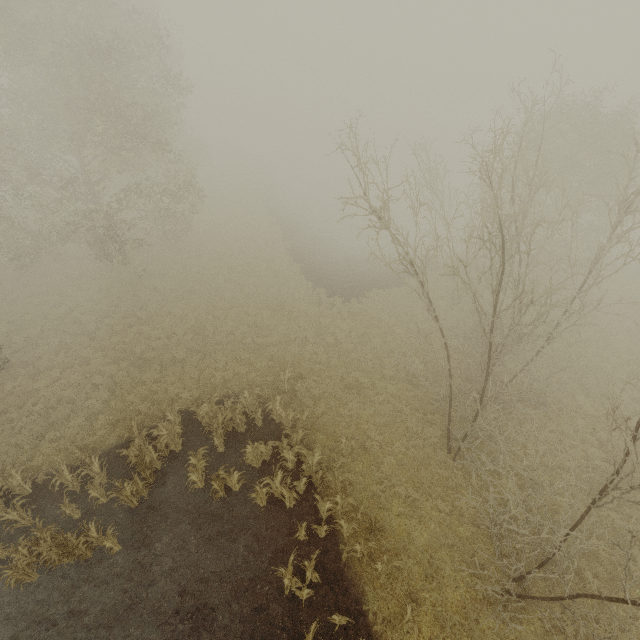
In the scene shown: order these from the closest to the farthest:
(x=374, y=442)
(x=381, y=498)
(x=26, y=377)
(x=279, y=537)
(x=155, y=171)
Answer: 1. (x=279, y=537)
2. (x=381, y=498)
3. (x=374, y=442)
4. (x=26, y=377)
5. (x=155, y=171)

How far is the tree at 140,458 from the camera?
11.1 meters

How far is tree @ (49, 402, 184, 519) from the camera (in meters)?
11.12
